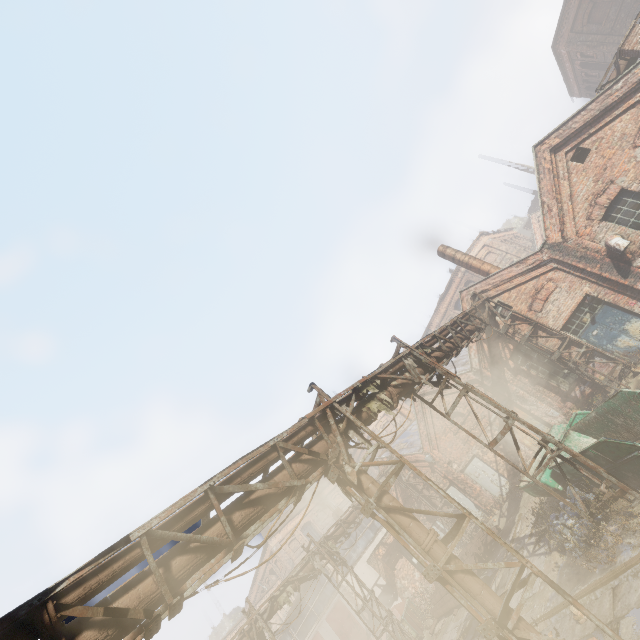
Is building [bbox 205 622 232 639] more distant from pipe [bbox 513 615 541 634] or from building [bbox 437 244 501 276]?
building [bbox 437 244 501 276]

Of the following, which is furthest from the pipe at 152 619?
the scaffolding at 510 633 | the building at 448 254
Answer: the building at 448 254

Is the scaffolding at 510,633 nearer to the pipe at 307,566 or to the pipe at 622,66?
the pipe at 307,566

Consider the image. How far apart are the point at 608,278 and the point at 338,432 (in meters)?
13.12

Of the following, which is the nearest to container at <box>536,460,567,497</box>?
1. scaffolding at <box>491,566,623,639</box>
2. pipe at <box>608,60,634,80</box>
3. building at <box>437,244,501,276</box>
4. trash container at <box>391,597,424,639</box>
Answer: scaffolding at <box>491,566,623,639</box>

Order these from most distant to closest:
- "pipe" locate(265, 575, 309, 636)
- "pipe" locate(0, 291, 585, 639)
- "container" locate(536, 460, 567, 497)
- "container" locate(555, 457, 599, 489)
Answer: "pipe" locate(265, 575, 309, 636), "container" locate(536, 460, 567, 497), "container" locate(555, 457, 599, 489), "pipe" locate(0, 291, 585, 639)

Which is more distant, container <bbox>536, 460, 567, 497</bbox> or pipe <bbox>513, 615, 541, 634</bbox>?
container <bbox>536, 460, 567, 497</bbox>

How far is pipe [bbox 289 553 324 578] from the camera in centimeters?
1527cm
